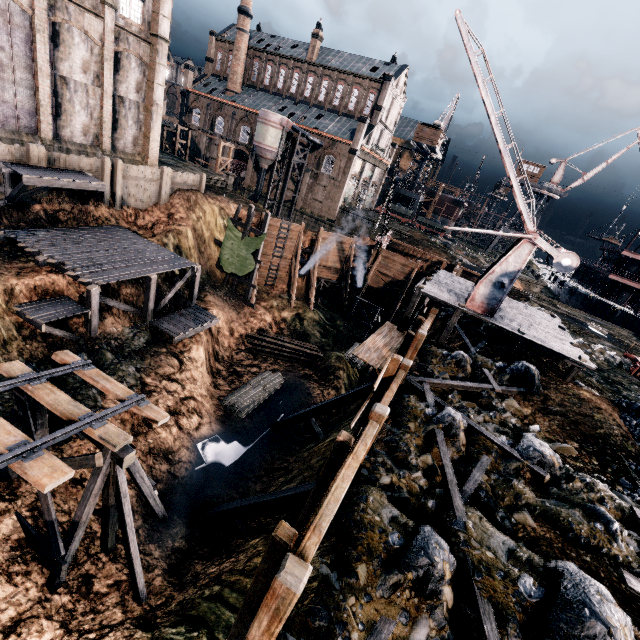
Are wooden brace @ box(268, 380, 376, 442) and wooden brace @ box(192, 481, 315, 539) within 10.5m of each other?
yes

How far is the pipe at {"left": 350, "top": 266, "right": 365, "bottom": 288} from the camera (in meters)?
40.57

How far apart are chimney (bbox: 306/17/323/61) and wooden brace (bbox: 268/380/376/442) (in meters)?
58.26

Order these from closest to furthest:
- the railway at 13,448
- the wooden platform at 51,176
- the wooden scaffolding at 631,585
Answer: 1. the wooden scaffolding at 631,585
2. the railway at 13,448
3. the wooden platform at 51,176

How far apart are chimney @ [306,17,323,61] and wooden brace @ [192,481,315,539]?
65.0m

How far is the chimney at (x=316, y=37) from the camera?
53.7 meters

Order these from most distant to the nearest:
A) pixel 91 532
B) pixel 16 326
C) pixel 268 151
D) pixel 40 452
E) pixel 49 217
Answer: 1. pixel 268 151
2. pixel 49 217
3. pixel 16 326
4. pixel 91 532
5. pixel 40 452

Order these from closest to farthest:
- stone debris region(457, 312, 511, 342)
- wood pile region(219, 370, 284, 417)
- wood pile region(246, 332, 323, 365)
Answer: stone debris region(457, 312, 511, 342)
wood pile region(219, 370, 284, 417)
wood pile region(246, 332, 323, 365)
